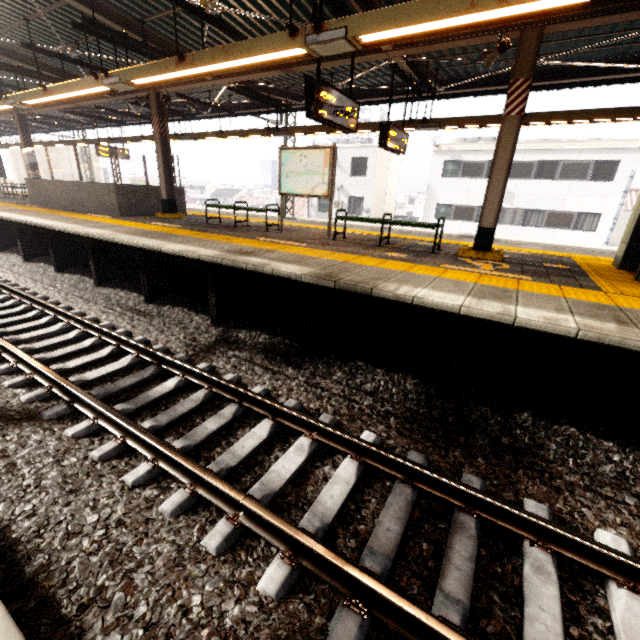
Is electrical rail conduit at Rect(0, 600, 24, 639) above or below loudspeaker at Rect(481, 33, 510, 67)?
below

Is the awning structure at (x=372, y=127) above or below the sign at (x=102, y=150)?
above

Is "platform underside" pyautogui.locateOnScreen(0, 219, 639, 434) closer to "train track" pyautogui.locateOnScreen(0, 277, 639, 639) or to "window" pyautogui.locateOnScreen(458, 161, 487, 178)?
"train track" pyautogui.locateOnScreen(0, 277, 639, 639)

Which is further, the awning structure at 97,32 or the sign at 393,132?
the sign at 393,132

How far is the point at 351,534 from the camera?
2.5m

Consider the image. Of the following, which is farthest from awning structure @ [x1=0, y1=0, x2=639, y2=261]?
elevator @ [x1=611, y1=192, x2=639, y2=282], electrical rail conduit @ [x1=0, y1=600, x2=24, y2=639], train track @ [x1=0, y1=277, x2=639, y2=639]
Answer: electrical rail conduit @ [x1=0, y1=600, x2=24, y2=639]

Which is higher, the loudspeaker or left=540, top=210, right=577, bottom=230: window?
the loudspeaker

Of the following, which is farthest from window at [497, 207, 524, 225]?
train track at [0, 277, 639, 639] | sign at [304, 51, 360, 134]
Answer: train track at [0, 277, 639, 639]
